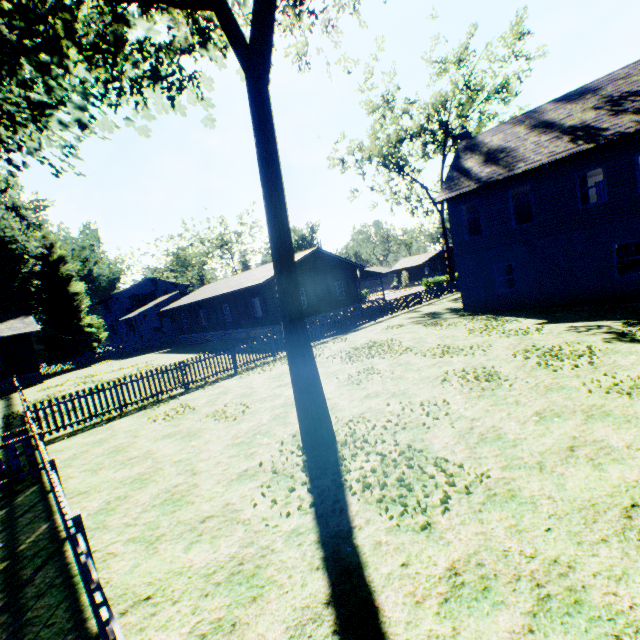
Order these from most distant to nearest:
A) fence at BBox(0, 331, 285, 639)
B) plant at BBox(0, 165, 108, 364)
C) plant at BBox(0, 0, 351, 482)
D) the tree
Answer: plant at BBox(0, 165, 108, 364) < the tree < plant at BBox(0, 0, 351, 482) < fence at BBox(0, 331, 285, 639)

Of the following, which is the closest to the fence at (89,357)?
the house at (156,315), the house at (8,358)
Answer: the house at (8,358)

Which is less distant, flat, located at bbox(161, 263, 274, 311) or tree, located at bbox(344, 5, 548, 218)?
flat, located at bbox(161, 263, 274, 311)

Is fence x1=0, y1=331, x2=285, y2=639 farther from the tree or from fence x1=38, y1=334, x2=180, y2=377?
fence x1=38, y1=334, x2=180, y2=377

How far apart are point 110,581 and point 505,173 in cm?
2103

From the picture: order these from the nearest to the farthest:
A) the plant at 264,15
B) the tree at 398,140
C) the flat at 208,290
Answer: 1. the plant at 264,15
2. the flat at 208,290
3. the tree at 398,140

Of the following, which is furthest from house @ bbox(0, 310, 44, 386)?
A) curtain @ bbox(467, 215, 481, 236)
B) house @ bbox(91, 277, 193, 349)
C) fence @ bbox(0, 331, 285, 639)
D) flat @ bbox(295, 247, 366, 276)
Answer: curtain @ bbox(467, 215, 481, 236)

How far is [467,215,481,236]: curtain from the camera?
18.6m
